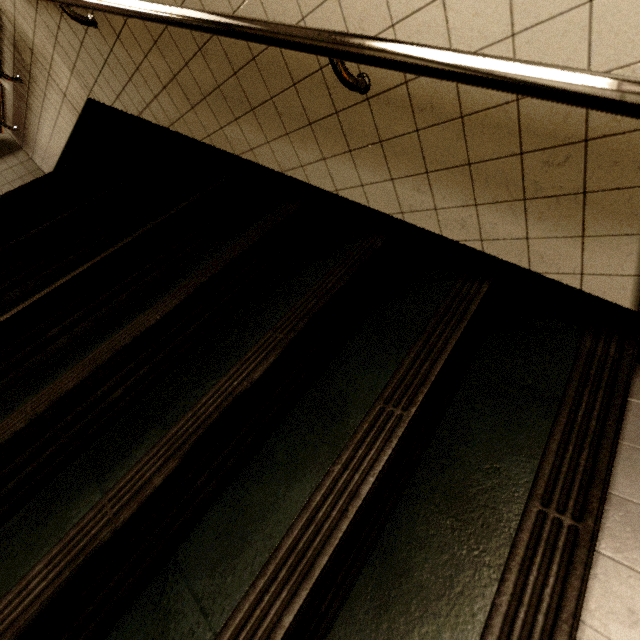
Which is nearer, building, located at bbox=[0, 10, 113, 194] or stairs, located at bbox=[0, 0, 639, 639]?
stairs, located at bbox=[0, 0, 639, 639]

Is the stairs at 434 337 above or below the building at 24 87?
below

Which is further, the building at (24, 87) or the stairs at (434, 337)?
the building at (24, 87)

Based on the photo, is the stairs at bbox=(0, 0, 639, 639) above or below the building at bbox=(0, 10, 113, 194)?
below

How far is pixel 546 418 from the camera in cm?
101
